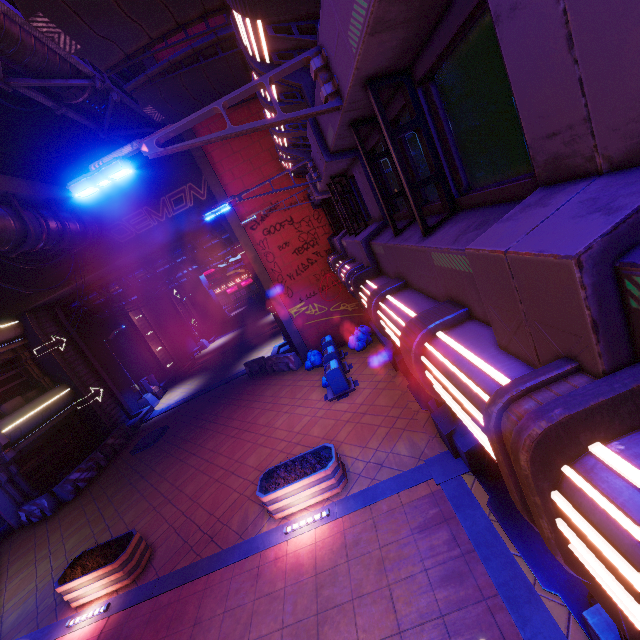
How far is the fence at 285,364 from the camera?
17.1 meters

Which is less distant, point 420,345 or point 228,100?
point 420,345

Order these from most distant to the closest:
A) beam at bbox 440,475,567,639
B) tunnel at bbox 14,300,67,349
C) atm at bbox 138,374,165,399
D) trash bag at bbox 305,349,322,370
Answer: atm at bbox 138,374,165,399 < tunnel at bbox 14,300,67,349 < trash bag at bbox 305,349,322,370 < beam at bbox 440,475,567,639

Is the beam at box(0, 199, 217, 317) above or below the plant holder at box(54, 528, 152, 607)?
above

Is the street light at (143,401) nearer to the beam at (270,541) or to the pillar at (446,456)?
the beam at (270,541)

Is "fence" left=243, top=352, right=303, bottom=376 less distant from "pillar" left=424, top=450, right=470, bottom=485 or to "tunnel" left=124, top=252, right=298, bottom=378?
"tunnel" left=124, top=252, right=298, bottom=378

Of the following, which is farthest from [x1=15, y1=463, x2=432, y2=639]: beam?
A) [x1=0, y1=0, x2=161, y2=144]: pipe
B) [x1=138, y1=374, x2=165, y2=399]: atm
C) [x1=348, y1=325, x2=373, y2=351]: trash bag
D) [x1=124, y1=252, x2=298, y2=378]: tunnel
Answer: [x1=124, y1=252, x2=298, y2=378]: tunnel

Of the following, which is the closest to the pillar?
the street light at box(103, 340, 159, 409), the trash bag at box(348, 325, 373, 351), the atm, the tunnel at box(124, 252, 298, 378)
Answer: the trash bag at box(348, 325, 373, 351)
